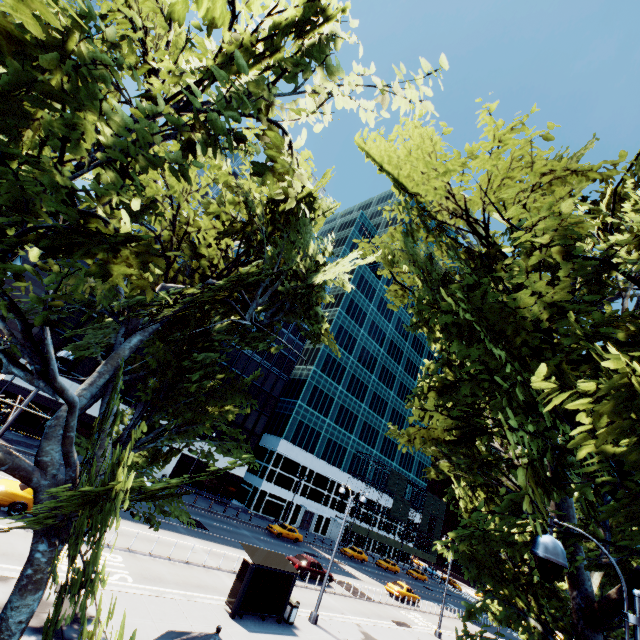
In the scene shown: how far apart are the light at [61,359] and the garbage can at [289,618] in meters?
15.2

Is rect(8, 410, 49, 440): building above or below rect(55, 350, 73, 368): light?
below

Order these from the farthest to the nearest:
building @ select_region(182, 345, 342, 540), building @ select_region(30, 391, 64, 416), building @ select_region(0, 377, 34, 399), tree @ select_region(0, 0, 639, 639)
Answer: building @ select_region(182, 345, 342, 540)
building @ select_region(30, 391, 64, 416)
building @ select_region(0, 377, 34, 399)
tree @ select_region(0, 0, 639, 639)

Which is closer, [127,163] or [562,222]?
[127,163]

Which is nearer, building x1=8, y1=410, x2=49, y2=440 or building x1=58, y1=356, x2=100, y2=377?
building x1=8, y1=410, x2=49, y2=440

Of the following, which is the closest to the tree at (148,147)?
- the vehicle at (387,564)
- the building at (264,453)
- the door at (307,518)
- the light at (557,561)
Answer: the light at (557,561)

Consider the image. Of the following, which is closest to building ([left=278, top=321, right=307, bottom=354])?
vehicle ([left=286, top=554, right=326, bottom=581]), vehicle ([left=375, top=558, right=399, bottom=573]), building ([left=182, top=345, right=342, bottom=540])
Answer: building ([left=182, top=345, right=342, bottom=540])

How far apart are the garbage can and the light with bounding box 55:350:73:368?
15.2m
